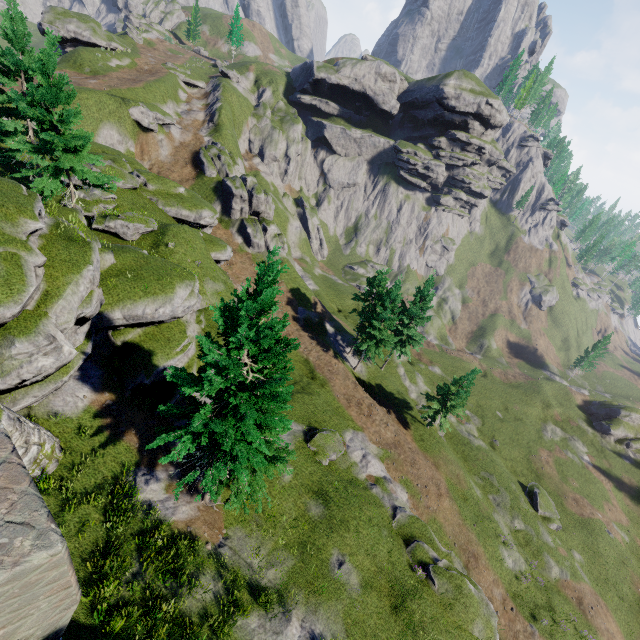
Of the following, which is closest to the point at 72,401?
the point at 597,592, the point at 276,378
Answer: the point at 276,378

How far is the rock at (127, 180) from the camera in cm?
3017

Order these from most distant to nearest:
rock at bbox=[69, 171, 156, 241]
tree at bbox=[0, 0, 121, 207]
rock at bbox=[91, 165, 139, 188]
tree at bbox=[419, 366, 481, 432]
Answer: tree at bbox=[419, 366, 481, 432] < rock at bbox=[91, 165, 139, 188] < rock at bbox=[69, 171, 156, 241] < tree at bbox=[0, 0, 121, 207]

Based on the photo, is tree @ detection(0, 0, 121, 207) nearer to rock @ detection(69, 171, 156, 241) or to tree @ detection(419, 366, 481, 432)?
rock @ detection(69, 171, 156, 241)

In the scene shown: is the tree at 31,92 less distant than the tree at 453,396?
Yes

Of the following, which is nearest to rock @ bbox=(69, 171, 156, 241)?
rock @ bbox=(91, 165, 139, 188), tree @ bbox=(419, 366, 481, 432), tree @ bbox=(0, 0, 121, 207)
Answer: rock @ bbox=(91, 165, 139, 188)

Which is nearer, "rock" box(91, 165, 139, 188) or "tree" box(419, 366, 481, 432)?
A: "rock" box(91, 165, 139, 188)
